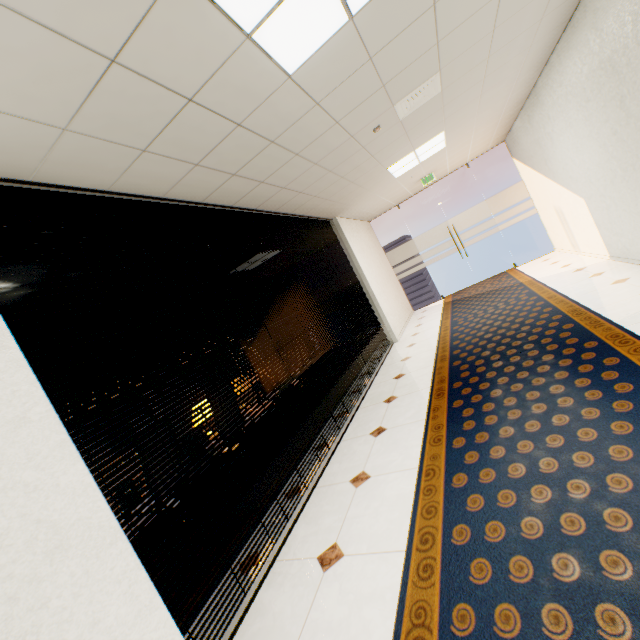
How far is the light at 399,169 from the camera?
5.2 meters

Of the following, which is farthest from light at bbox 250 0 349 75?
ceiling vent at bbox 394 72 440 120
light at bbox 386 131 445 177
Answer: light at bbox 386 131 445 177

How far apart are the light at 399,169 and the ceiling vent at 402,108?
1.5m

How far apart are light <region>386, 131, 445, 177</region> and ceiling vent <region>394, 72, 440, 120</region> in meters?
1.5

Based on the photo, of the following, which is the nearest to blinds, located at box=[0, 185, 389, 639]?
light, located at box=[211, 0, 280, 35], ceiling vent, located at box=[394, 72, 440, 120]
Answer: light, located at box=[211, 0, 280, 35]

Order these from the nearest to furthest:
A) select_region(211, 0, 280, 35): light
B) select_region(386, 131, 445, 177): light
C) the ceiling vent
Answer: select_region(211, 0, 280, 35): light
the ceiling vent
select_region(386, 131, 445, 177): light

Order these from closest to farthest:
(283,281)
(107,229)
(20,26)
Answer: (20,26) → (107,229) → (283,281)
